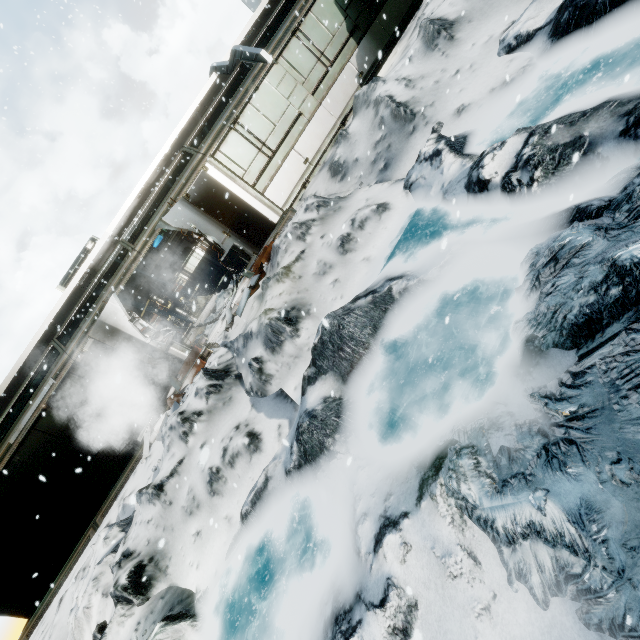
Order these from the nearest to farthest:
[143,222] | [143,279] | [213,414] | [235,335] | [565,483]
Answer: [565,483]
[213,414]
[235,335]
[143,222]
[143,279]

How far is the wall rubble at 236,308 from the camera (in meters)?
8.60

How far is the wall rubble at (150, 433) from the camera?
8.64m

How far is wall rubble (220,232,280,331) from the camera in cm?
860

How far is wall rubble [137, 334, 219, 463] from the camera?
8.6m
